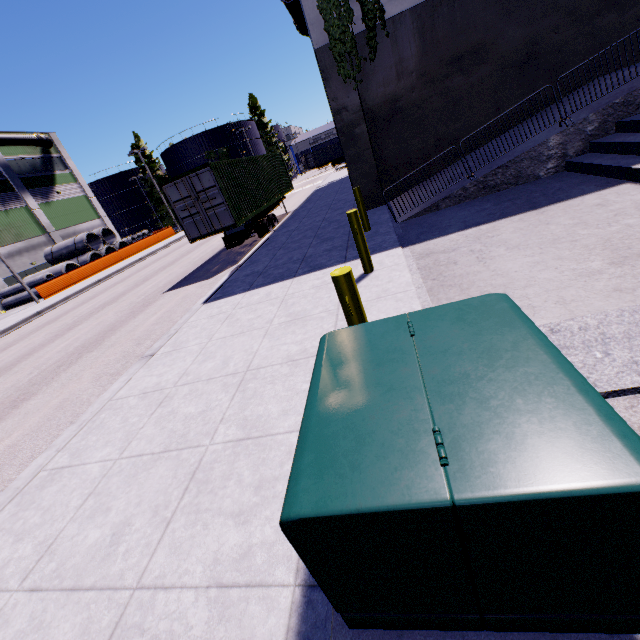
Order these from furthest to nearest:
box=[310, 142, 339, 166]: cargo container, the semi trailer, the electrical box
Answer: box=[310, 142, 339, 166]: cargo container → the semi trailer → the electrical box

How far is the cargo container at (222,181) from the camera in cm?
1206

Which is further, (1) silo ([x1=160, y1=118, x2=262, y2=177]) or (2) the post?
(1) silo ([x1=160, y1=118, x2=262, y2=177])

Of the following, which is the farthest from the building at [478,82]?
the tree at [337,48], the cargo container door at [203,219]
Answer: the cargo container door at [203,219]

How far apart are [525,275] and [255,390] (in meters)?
3.83

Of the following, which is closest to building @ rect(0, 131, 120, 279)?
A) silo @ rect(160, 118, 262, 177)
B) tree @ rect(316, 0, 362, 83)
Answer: tree @ rect(316, 0, 362, 83)

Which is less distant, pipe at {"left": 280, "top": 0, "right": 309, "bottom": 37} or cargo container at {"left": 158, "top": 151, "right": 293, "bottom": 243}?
cargo container at {"left": 158, "top": 151, "right": 293, "bottom": 243}

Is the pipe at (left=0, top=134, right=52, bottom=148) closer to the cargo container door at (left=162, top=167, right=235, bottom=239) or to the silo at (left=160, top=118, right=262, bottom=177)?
the silo at (left=160, top=118, right=262, bottom=177)
